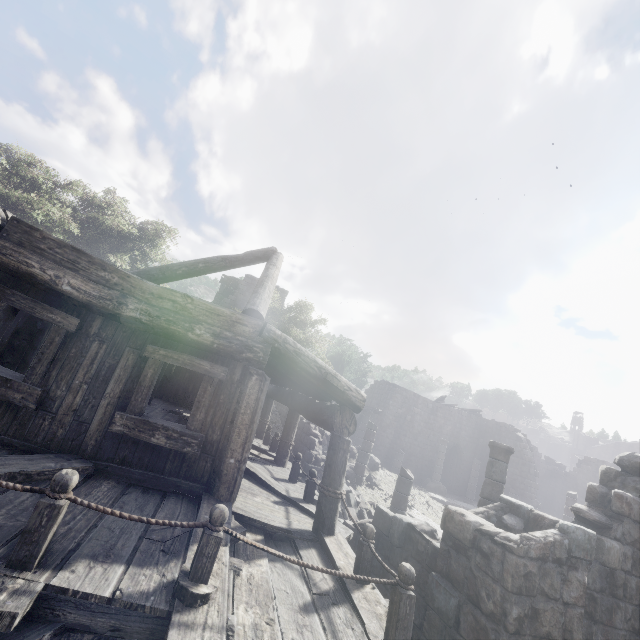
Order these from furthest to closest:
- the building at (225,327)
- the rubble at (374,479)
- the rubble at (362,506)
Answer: the rubble at (374,479) < the rubble at (362,506) < the building at (225,327)

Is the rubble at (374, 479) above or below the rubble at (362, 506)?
above

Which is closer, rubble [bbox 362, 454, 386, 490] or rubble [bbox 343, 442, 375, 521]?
rubble [bbox 343, 442, 375, 521]

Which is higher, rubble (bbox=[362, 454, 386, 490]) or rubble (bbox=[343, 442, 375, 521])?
rubble (bbox=[362, 454, 386, 490])

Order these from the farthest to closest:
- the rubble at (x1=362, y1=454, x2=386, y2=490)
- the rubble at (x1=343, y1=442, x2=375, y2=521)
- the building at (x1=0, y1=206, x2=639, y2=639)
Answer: the rubble at (x1=362, y1=454, x2=386, y2=490) → the rubble at (x1=343, y1=442, x2=375, y2=521) → the building at (x1=0, y1=206, x2=639, y2=639)

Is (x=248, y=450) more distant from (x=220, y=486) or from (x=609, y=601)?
(x=609, y=601)

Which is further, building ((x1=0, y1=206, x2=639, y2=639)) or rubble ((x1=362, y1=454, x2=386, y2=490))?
rubble ((x1=362, y1=454, x2=386, y2=490))
